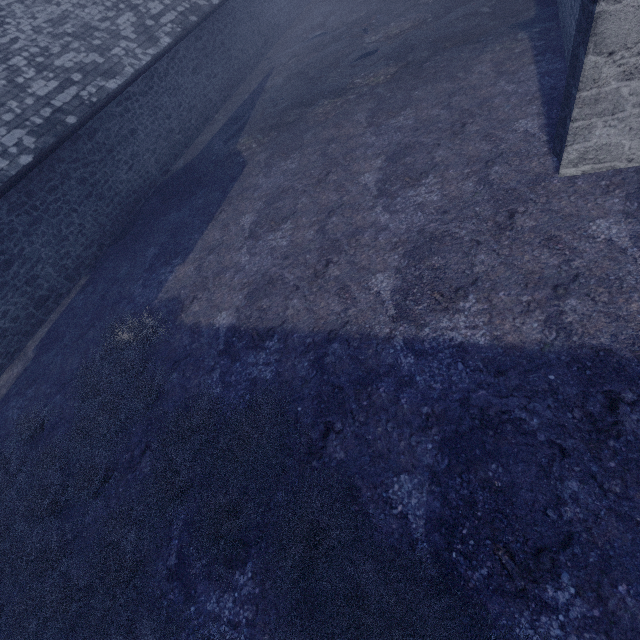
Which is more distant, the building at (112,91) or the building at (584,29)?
the building at (112,91)

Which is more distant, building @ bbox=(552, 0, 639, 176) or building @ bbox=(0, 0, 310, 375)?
building @ bbox=(0, 0, 310, 375)

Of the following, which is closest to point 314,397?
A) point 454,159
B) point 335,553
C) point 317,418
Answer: point 317,418
